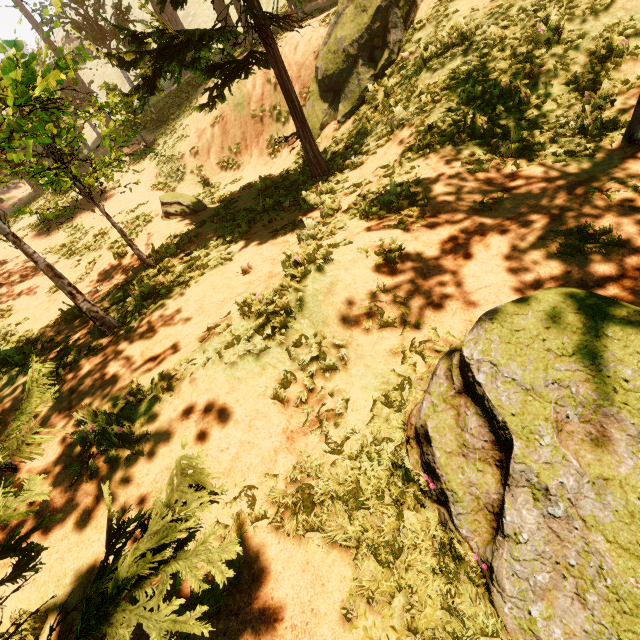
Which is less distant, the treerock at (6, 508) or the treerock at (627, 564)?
the treerock at (6, 508)

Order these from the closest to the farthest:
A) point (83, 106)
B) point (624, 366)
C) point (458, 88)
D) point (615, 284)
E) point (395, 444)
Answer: point (624, 366), point (395, 444), point (615, 284), point (458, 88), point (83, 106)

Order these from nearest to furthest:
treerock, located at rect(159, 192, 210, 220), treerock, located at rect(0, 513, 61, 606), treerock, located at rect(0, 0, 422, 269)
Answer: treerock, located at rect(0, 513, 61, 606) → treerock, located at rect(0, 0, 422, 269) → treerock, located at rect(159, 192, 210, 220)

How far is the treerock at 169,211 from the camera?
12.9 meters

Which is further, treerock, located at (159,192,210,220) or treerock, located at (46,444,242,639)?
treerock, located at (159,192,210,220)

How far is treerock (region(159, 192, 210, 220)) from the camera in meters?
12.9 m
